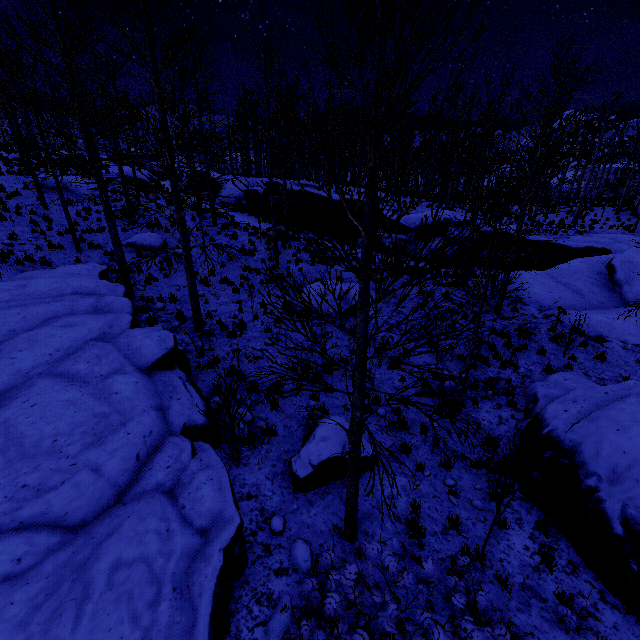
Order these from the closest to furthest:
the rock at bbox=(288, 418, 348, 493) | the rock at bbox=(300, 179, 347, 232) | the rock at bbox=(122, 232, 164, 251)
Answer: the rock at bbox=(288, 418, 348, 493) → the rock at bbox=(122, 232, 164, 251) → the rock at bbox=(300, 179, 347, 232)

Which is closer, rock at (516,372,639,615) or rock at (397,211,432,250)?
rock at (516,372,639,615)

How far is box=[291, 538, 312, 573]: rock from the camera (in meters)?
4.94

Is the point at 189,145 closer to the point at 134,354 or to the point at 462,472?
the point at 134,354

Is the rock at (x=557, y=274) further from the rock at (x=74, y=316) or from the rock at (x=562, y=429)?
the rock at (x=74, y=316)

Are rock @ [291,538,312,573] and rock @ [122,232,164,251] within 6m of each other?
no

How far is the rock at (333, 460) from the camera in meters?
6.2 m

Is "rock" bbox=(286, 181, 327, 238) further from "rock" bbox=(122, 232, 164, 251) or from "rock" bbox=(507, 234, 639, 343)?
"rock" bbox=(122, 232, 164, 251)
